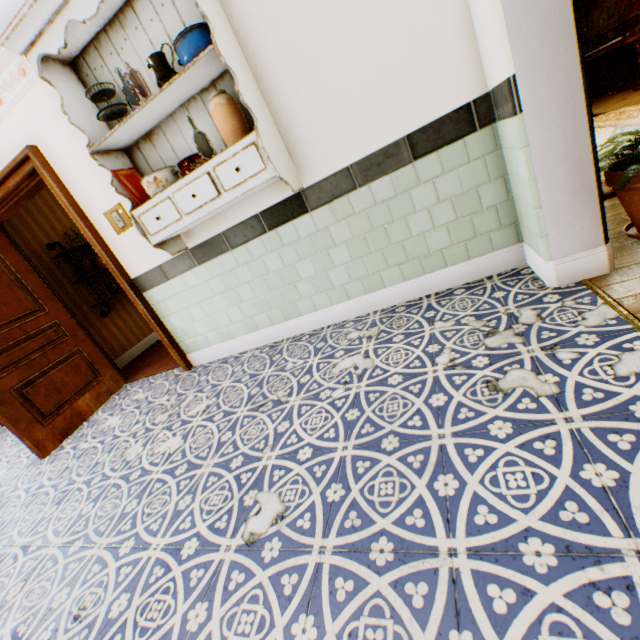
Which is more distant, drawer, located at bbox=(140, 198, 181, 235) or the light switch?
the light switch

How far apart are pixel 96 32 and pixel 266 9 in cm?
123

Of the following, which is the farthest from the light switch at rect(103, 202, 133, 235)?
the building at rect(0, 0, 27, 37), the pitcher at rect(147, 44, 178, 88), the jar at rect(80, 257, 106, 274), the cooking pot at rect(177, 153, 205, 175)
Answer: the jar at rect(80, 257, 106, 274)

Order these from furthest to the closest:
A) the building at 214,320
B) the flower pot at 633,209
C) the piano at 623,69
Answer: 1. the piano at 623,69
2. the flower pot at 633,209
3. the building at 214,320

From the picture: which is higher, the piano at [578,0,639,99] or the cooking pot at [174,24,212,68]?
A: the cooking pot at [174,24,212,68]

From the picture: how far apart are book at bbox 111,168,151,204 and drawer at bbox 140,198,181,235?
0.11m

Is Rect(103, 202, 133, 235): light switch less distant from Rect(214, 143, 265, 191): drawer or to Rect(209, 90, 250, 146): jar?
Rect(214, 143, 265, 191): drawer

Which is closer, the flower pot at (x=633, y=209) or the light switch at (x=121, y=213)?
the flower pot at (x=633, y=209)
